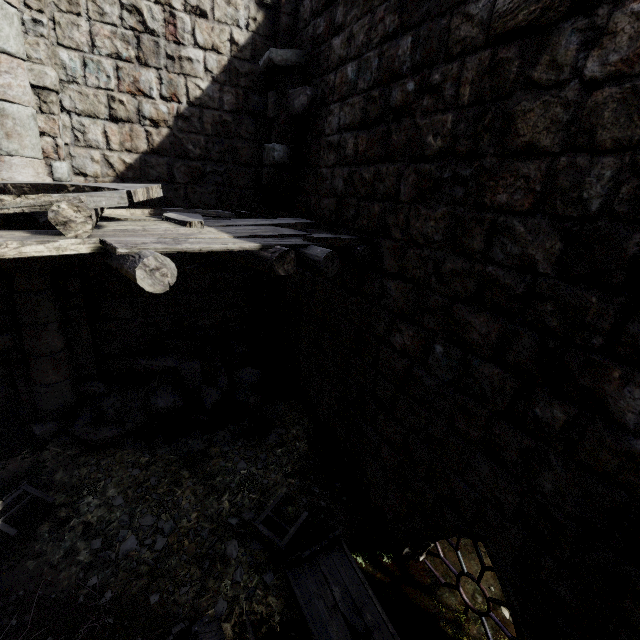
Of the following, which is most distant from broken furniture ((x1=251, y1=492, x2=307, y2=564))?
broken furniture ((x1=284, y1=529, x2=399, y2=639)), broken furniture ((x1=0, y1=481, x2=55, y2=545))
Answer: broken furniture ((x1=0, y1=481, x2=55, y2=545))

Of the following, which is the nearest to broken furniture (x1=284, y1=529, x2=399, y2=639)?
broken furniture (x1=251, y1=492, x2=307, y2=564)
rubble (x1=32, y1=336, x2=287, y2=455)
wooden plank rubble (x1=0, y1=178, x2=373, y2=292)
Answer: broken furniture (x1=251, y1=492, x2=307, y2=564)

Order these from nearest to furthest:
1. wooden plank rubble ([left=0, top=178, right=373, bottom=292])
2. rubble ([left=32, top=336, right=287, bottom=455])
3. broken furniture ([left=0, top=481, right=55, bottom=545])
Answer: wooden plank rubble ([left=0, top=178, right=373, bottom=292]) < broken furniture ([left=0, top=481, right=55, bottom=545]) < rubble ([left=32, top=336, right=287, bottom=455])

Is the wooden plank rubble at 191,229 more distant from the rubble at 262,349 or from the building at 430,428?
the rubble at 262,349

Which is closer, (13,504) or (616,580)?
(616,580)

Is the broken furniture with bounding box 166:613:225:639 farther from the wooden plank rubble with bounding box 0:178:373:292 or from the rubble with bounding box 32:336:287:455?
the wooden plank rubble with bounding box 0:178:373:292

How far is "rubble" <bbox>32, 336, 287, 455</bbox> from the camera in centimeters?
614cm

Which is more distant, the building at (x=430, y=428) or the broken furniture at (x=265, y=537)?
the broken furniture at (x=265, y=537)
